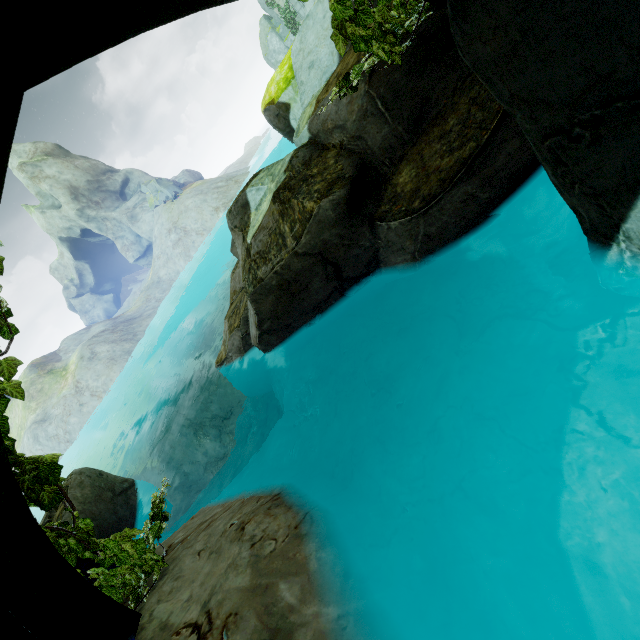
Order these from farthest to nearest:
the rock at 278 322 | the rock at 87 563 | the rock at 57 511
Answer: the rock at 57 511, the rock at 87 563, the rock at 278 322

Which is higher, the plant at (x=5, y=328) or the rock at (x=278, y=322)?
the plant at (x=5, y=328)

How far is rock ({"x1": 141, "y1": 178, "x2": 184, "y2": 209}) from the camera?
50.38m

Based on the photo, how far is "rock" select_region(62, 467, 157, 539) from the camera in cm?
650

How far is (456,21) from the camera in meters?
1.8

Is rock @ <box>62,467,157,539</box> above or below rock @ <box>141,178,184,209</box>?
below

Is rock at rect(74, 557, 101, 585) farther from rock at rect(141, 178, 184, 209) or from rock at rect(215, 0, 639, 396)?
rock at rect(141, 178, 184, 209)
